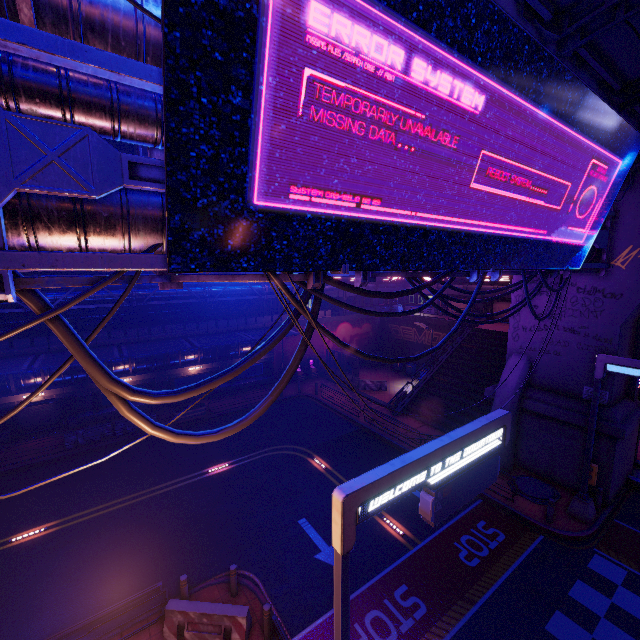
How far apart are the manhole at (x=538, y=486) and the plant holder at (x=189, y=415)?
19.6m

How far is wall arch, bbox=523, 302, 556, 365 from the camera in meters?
16.2 m

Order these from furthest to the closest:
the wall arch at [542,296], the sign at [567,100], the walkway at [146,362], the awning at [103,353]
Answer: the walkway at [146,362]
the awning at [103,353]
the wall arch at [542,296]
the sign at [567,100]

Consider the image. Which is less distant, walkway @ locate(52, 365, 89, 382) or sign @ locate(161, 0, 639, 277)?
sign @ locate(161, 0, 639, 277)

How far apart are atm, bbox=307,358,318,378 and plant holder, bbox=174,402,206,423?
10.91m

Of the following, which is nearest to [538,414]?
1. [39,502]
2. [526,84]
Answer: [526,84]

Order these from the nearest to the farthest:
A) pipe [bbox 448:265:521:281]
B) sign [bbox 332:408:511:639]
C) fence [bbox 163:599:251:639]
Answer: sign [bbox 332:408:511:639] → pipe [bbox 448:265:521:281] → fence [bbox 163:599:251:639]
